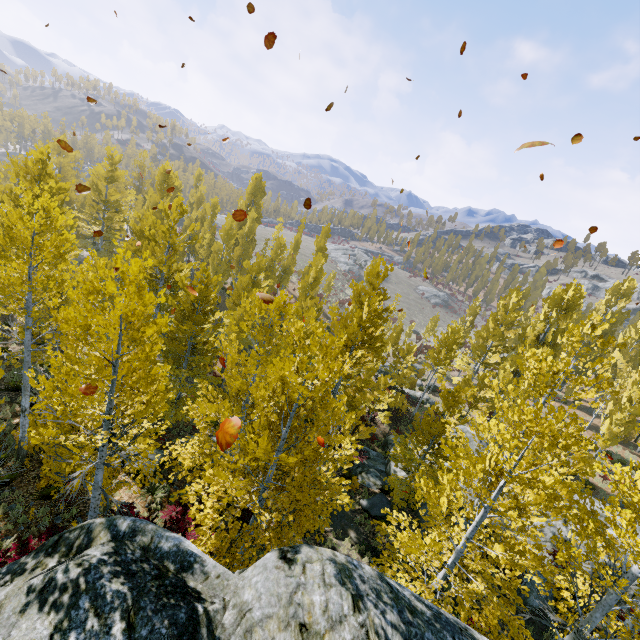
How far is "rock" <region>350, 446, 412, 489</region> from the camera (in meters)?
17.69

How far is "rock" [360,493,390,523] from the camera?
14.9 meters

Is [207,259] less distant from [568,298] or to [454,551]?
[568,298]

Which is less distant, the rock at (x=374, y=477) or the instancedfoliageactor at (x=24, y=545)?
the instancedfoliageactor at (x=24, y=545)

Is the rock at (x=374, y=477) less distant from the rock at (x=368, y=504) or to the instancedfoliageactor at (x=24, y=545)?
the instancedfoliageactor at (x=24, y=545)

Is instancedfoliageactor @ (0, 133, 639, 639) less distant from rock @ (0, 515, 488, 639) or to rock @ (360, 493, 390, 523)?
rock @ (0, 515, 488, 639)
